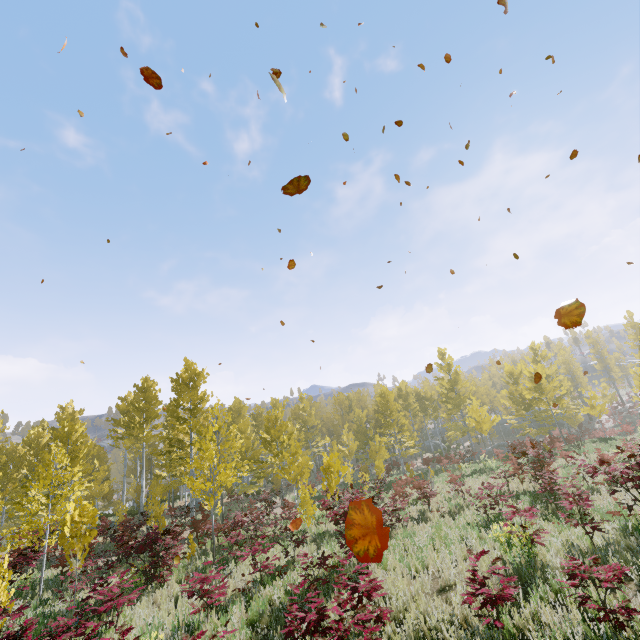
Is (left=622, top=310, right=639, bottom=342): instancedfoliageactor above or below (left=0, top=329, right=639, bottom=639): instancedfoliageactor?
above

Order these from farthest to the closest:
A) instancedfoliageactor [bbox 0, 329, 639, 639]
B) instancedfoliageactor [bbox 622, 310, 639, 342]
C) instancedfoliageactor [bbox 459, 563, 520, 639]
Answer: instancedfoliageactor [bbox 622, 310, 639, 342]
instancedfoliageactor [bbox 0, 329, 639, 639]
instancedfoliageactor [bbox 459, 563, 520, 639]

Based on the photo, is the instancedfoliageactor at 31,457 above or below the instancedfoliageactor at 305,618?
above

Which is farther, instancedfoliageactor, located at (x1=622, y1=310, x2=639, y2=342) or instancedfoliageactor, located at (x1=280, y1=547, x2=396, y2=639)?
instancedfoliageactor, located at (x1=622, y1=310, x2=639, y2=342)

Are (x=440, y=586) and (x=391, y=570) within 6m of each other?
yes

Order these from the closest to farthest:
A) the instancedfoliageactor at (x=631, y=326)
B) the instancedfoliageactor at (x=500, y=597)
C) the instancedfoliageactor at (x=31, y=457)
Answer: the instancedfoliageactor at (x=500, y=597) → the instancedfoliageactor at (x=31, y=457) → the instancedfoliageactor at (x=631, y=326)
